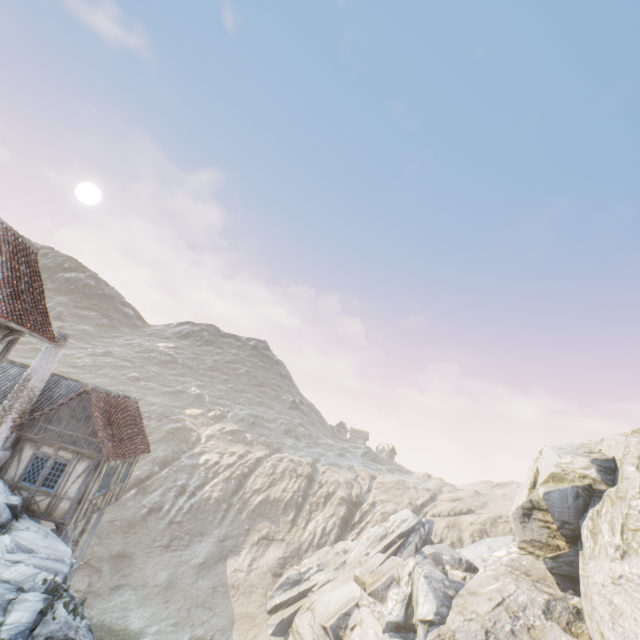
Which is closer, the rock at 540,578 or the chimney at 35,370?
the chimney at 35,370

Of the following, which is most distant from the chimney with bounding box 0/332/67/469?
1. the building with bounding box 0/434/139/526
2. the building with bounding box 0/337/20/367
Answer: the building with bounding box 0/337/20/367

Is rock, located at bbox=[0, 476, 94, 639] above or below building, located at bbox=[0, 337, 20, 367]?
below

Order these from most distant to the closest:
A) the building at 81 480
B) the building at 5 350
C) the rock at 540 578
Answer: the rock at 540 578 < the building at 81 480 < the building at 5 350

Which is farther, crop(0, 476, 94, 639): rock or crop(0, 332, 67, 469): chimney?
crop(0, 332, 67, 469): chimney

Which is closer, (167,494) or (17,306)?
(17,306)

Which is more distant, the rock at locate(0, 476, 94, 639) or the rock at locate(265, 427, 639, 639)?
the rock at locate(265, 427, 639, 639)
